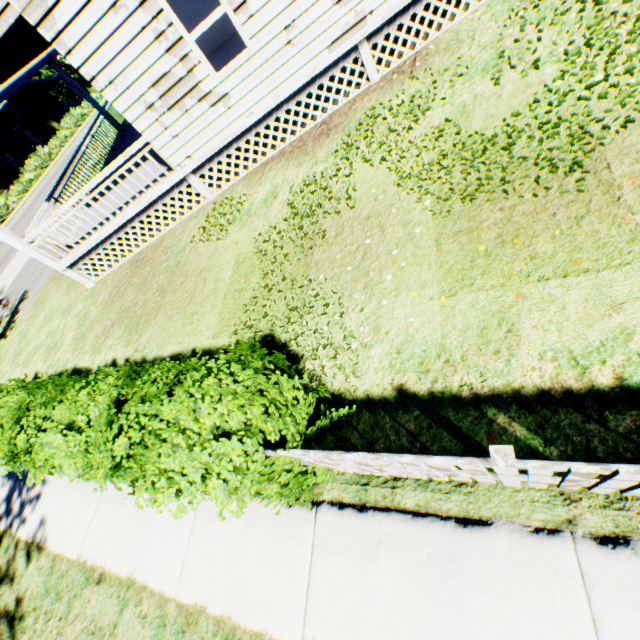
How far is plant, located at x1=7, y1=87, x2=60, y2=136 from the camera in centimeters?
3503cm

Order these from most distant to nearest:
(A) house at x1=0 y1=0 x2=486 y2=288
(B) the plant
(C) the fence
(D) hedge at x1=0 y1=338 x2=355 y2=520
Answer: (B) the plant
(A) house at x1=0 y1=0 x2=486 y2=288
(D) hedge at x1=0 y1=338 x2=355 y2=520
(C) the fence

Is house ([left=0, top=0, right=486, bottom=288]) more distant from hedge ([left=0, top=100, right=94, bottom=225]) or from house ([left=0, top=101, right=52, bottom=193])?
house ([left=0, top=101, right=52, bottom=193])

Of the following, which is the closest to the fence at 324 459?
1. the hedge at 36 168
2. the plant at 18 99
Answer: the plant at 18 99

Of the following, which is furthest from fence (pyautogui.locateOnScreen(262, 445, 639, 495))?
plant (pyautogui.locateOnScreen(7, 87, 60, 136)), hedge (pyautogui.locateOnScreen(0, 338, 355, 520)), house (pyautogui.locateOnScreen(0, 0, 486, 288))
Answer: house (pyautogui.locateOnScreen(0, 0, 486, 288))

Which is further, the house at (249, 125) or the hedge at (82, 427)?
the house at (249, 125)

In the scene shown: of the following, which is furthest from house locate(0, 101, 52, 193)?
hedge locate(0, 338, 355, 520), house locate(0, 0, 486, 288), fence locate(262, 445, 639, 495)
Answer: hedge locate(0, 338, 355, 520)

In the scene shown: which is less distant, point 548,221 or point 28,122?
point 548,221
